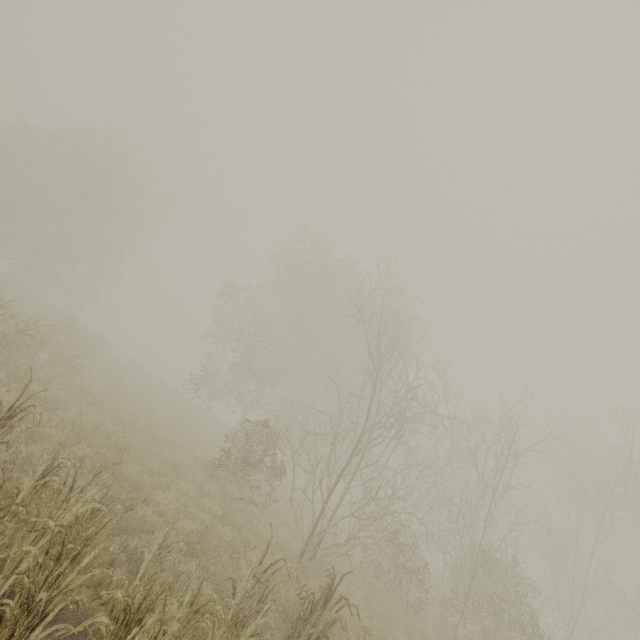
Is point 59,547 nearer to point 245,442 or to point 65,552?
point 65,552
